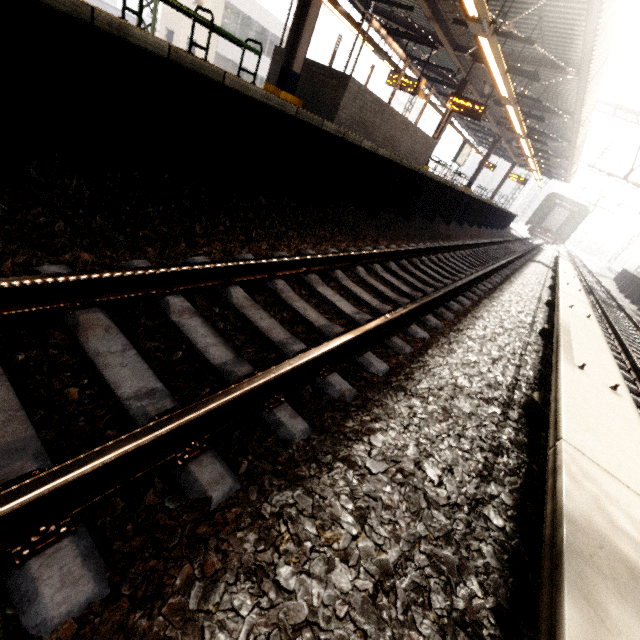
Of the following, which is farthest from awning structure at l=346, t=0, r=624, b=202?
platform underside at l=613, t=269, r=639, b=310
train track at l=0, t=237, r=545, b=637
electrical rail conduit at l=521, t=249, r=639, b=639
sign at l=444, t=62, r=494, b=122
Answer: platform underside at l=613, t=269, r=639, b=310

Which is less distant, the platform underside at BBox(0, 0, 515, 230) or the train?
the platform underside at BBox(0, 0, 515, 230)

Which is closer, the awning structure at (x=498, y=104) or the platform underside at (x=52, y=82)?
the platform underside at (x=52, y=82)

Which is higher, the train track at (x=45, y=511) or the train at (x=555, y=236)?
the train at (x=555, y=236)

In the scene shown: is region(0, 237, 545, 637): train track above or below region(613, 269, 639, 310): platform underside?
below

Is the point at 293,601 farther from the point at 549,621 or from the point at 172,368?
the point at 172,368

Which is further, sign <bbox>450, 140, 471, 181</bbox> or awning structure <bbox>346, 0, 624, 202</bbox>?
sign <bbox>450, 140, 471, 181</bbox>

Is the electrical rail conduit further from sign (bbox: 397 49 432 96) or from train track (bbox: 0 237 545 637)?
sign (bbox: 397 49 432 96)
